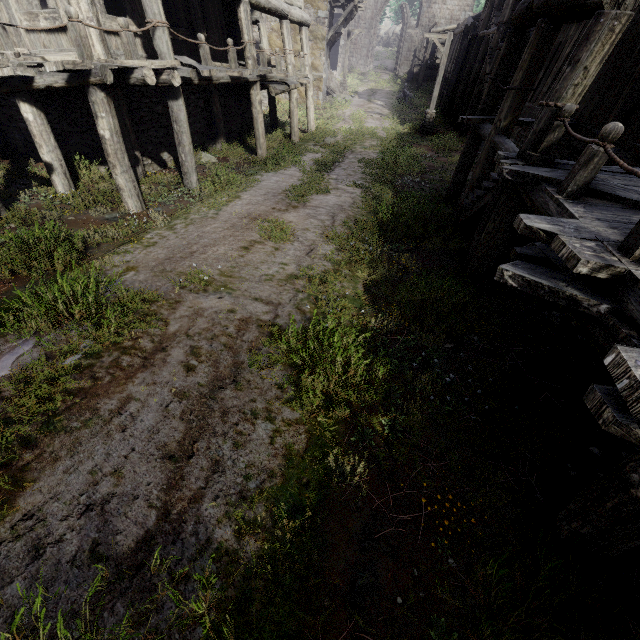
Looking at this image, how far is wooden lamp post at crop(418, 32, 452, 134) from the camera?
17.55m

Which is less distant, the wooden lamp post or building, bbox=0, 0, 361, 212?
building, bbox=0, 0, 361, 212

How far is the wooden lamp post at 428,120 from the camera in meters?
17.5 m

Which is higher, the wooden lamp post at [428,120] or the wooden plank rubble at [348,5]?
the wooden plank rubble at [348,5]

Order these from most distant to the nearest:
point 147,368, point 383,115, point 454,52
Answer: point 454,52
point 383,115
point 147,368

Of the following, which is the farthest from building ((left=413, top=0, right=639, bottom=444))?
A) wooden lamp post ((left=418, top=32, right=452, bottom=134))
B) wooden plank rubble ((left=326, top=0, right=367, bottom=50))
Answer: wooden lamp post ((left=418, top=32, right=452, bottom=134))
